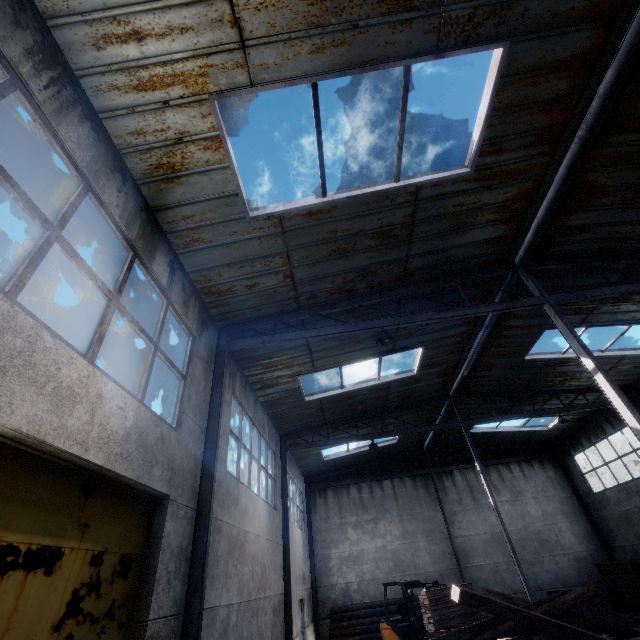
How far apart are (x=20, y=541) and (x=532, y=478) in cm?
2404

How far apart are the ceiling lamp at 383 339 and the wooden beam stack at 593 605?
15.83m

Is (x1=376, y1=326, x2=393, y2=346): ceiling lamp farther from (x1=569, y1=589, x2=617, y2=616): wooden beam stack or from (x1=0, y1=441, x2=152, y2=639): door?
(x1=569, y1=589, x2=617, y2=616): wooden beam stack

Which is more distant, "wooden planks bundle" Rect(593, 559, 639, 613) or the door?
"wooden planks bundle" Rect(593, 559, 639, 613)

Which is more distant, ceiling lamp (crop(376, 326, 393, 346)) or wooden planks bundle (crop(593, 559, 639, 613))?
wooden planks bundle (crop(593, 559, 639, 613))

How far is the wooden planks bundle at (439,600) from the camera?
10.6 meters

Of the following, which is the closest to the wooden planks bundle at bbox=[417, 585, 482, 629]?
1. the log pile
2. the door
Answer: the log pile

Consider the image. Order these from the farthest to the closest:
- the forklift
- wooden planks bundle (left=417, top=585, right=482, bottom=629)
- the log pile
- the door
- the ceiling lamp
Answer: the log pile < the forklift < wooden planks bundle (left=417, top=585, right=482, bottom=629) < the ceiling lamp < the door
